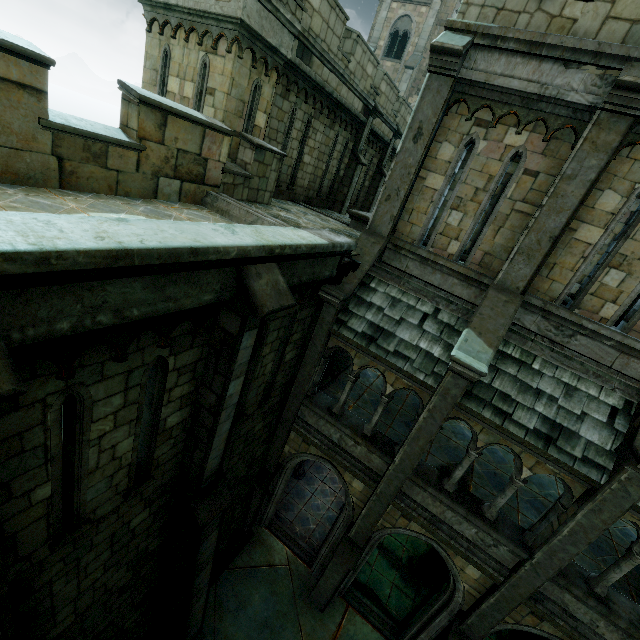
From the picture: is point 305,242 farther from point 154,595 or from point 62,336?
point 154,595

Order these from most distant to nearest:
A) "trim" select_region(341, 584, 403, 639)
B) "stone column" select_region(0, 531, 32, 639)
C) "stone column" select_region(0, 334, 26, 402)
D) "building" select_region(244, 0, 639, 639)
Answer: "trim" select_region(341, 584, 403, 639) < "building" select_region(244, 0, 639, 639) < "stone column" select_region(0, 531, 32, 639) < "stone column" select_region(0, 334, 26, 402)

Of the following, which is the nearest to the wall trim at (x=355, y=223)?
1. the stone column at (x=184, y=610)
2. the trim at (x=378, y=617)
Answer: the stone column at (x=184, y=610)

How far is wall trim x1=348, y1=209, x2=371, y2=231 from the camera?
11.2 meters

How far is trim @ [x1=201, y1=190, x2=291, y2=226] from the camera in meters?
7.2

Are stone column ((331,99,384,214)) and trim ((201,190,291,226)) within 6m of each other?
no

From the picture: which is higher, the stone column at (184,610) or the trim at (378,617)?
the stone column at (184,610)

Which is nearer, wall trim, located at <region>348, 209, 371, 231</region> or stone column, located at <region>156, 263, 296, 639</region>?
stone column, located at <region>156, 263, 296, 639</region>
